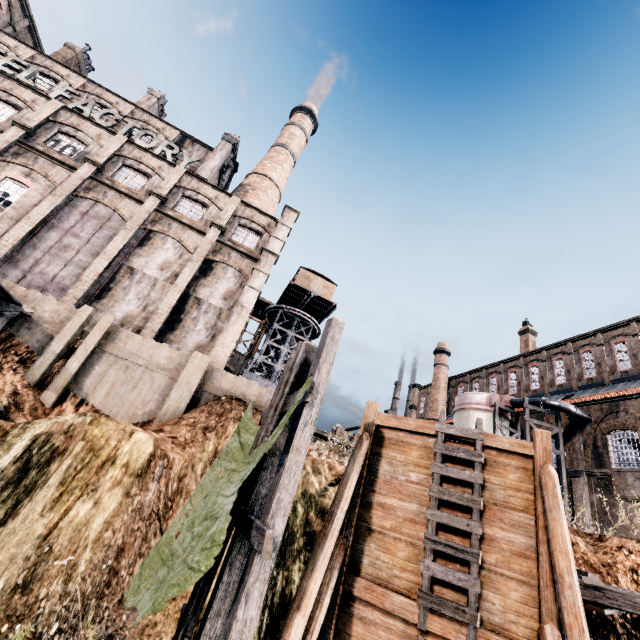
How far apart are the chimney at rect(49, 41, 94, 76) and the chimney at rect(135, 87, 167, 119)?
7.5 meters

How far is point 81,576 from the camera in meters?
8.0

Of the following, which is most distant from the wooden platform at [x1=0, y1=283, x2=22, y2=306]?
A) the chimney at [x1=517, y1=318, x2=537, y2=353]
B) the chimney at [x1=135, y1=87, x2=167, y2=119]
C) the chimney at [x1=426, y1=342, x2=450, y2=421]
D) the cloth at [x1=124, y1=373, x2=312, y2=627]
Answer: the chimney at [x1=517, y1=318, x2=537, y2=353]

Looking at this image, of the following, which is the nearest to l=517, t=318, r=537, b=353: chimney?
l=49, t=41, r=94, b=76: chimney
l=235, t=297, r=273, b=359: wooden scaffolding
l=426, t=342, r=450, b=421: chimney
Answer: l=426, t=342, r=450, b=421: chimney

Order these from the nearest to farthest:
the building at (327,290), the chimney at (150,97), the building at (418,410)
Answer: the chimney at (150,97)
the building at (327,290)
the building at (418,410)

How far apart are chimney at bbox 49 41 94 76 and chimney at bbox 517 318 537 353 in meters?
61.9

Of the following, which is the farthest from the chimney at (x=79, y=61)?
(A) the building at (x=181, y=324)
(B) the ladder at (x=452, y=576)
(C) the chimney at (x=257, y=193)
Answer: (B) the ladder at (x=452, y=576)

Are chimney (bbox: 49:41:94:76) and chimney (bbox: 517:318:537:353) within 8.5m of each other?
no
